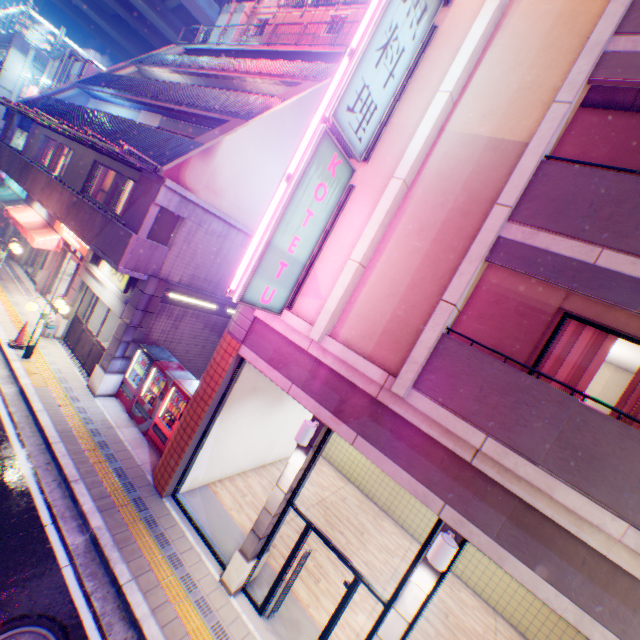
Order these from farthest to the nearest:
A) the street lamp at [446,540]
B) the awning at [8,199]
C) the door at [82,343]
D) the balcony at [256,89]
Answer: the balcony at [256,89] → the awning at [8,199] → the door at [82,343] → the street lamp at [446,540]

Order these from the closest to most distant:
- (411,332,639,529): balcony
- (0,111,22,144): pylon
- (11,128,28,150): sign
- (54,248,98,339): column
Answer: (411,332,639,529): balcony → (54,248,98,339): column → (0,111,22,144): pylon → (11,128,28,150): sign

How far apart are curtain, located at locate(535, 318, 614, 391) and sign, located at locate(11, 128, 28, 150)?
31.38m

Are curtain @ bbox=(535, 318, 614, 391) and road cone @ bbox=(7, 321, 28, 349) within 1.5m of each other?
no

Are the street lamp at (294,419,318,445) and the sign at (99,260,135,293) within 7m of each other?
no

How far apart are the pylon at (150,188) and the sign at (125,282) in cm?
85

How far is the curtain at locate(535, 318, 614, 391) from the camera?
5.7 meters

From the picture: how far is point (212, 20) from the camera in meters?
33.1
